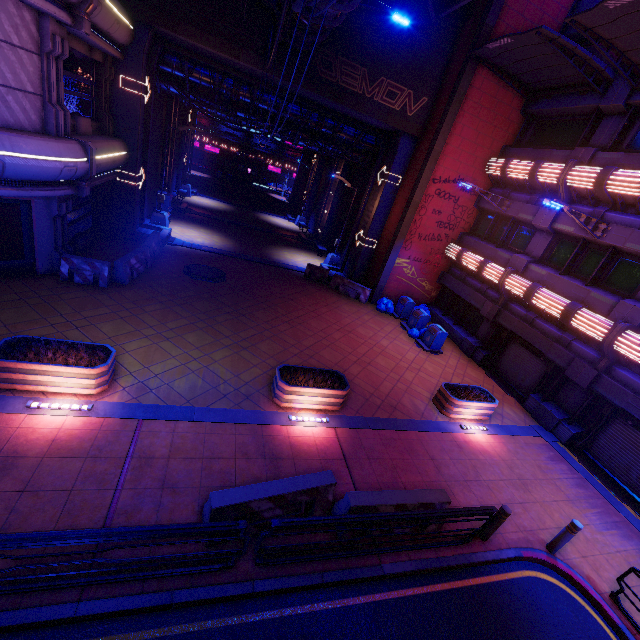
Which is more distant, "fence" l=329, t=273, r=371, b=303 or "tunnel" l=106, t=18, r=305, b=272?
"fence" l=329, t=273, r=371, b=303

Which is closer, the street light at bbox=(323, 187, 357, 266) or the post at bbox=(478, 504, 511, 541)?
the post at bbox=(478, 504, 511, 541)

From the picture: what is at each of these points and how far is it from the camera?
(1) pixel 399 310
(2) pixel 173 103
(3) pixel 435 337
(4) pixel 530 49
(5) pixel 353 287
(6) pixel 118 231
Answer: (1) trash can, 18.84m
(2) tunnel, 21.42m
(3) trash can, 15.63m
(4) awning, 12.40m
(5) fence, 19.34m
(6) tunnel, 16.53m

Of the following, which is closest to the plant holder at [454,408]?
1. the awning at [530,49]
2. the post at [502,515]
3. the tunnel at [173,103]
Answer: the post at [502,515]

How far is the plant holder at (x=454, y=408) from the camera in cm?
1113

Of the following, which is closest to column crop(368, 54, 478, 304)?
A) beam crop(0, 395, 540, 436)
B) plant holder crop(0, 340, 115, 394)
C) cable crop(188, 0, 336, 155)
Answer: cable crop(188, 0, 336, 155)

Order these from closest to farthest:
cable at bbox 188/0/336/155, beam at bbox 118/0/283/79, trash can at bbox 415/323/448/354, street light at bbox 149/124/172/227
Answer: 1. cable at bbox 188/0/336/155
2. beam at bbox 118/0/283/79
3. trash can at bbox 415/323/448/354
4. street light at bbox 149/124/172/227

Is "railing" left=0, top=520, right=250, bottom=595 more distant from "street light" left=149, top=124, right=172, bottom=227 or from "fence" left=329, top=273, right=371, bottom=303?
"street light" left=149, top=124, right=172, bottom=227
